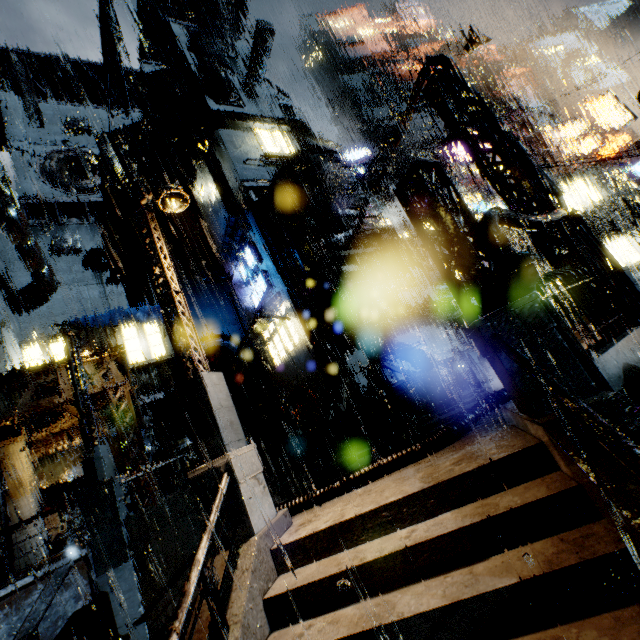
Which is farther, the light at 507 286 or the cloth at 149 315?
the cloth at 149 315

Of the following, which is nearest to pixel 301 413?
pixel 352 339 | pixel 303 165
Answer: pixel 352 339

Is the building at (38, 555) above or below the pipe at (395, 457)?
above

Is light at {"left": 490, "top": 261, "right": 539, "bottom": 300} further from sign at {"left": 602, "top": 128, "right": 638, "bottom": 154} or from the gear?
the gear

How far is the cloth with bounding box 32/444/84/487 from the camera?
17.45m

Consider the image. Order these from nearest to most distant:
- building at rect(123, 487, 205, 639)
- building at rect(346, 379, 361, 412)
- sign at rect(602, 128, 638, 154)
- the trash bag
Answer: building at rect(123, 487, 205, 639) < the trash bag < building at rect(346, 379, 361, 412) < sign at rect(602, 128, 638, 154)

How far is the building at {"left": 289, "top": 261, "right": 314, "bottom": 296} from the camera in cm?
2128

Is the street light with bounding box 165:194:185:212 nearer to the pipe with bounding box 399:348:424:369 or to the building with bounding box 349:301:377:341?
the building with bounding box 349:301:377:341
